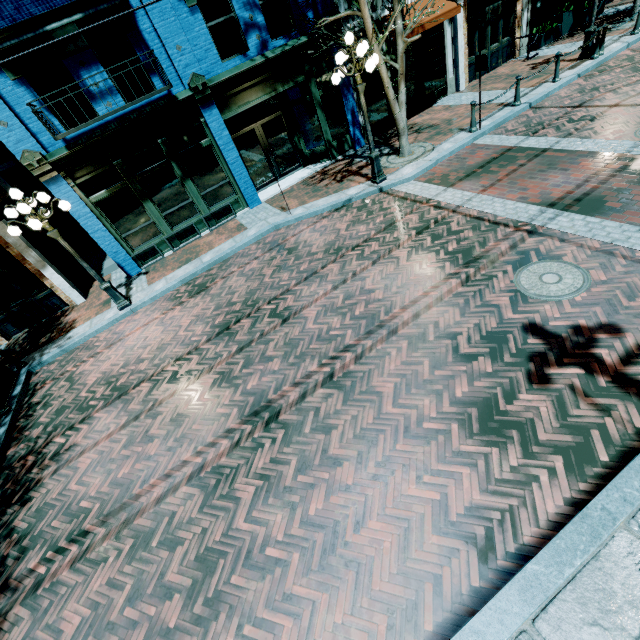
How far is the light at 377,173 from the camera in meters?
7.7

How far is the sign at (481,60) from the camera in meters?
9.1 m

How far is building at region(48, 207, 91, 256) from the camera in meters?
14.5 m

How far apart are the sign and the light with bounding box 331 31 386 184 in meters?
3.2 m

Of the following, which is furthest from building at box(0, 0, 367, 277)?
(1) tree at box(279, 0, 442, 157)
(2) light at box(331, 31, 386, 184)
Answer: (2) light at box(331, 31, 386, 184)

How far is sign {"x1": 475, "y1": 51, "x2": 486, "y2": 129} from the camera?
9.1 meters

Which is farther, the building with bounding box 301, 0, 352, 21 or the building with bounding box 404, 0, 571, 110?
the building with bounding box 404, 0, 571, 110

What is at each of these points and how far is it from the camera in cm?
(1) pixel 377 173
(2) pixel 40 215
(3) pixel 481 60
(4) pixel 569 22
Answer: (1) light, 984
(2) light, 782
(3) sign, 916
(4) planter, 1479
